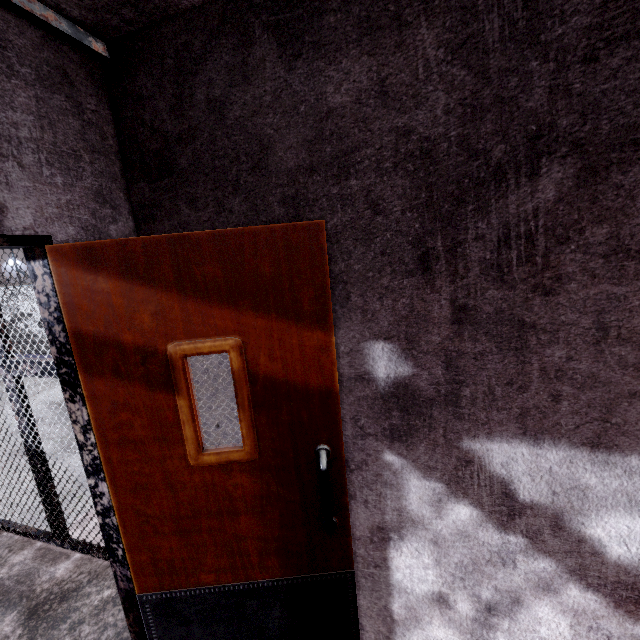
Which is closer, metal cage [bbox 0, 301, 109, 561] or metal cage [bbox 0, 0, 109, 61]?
metal cage [bbox 0, 0, 109, 61]

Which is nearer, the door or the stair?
the door

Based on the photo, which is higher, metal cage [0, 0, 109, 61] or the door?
metal cage [0, 0, 109, 61]

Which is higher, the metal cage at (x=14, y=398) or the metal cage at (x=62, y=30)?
the metal cage at (x=62, y=30)

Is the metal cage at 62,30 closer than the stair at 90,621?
Yes

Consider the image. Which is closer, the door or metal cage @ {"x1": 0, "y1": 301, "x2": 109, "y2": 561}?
the door

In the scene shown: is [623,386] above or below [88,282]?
below

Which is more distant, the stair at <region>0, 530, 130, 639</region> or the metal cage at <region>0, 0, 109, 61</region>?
the stair at <region>0, 530, 130, 639</region>
